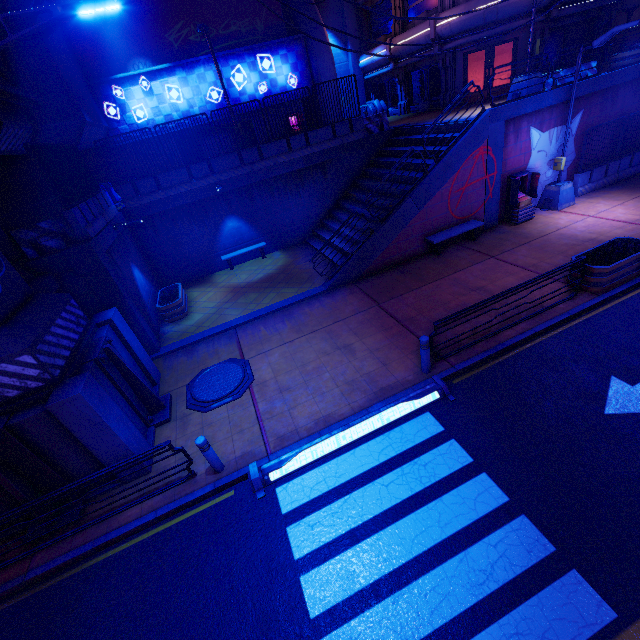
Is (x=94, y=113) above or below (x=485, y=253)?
above

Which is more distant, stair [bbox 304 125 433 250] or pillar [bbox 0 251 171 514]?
stair [bbox 304 125 433 250]

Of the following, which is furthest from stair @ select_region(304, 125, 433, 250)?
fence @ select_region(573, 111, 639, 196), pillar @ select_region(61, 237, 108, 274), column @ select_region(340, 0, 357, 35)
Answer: column @ select_region(340, 0, 357, 35)

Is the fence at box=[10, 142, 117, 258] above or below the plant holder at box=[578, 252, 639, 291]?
above

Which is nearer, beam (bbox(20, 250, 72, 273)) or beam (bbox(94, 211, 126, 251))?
→ beam (bbox(20, 250, 72, 273))

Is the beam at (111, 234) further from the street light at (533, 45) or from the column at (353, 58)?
the column at (353, 58)

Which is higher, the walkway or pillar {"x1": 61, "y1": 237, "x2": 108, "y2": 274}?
the walkway

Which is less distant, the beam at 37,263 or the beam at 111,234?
the beam at 37,263
